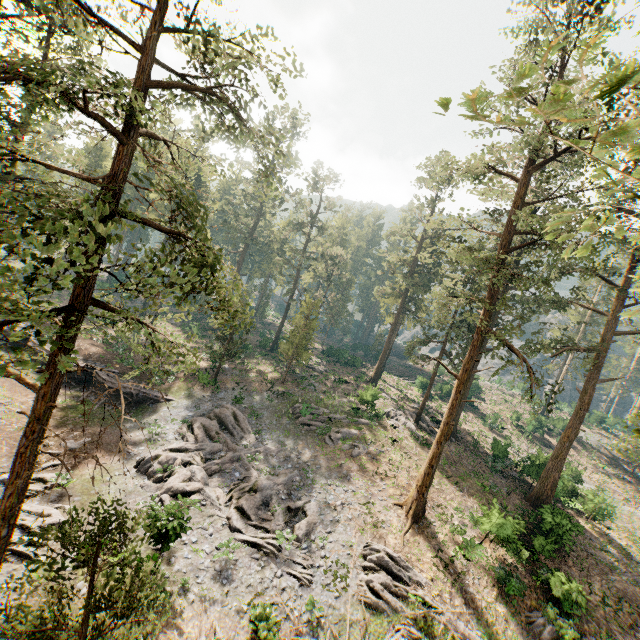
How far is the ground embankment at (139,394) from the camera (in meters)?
29.32

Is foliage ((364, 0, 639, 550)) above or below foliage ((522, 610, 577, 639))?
above

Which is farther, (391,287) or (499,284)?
(391,287)

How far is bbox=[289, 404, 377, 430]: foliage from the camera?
29.38m

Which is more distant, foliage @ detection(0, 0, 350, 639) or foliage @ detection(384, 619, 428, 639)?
foliage @ detection(384, 619, 428, 639)

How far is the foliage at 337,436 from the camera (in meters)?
27.95

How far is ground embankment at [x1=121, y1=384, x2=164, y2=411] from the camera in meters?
29.3 m

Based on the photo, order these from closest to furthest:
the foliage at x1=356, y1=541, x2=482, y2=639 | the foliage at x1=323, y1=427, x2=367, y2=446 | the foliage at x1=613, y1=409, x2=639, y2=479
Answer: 1. the foliage at x1=613, y1=409, x2=639, y2=479
2. the foliage at x1=356, y1=541, x2=482, y2=639
3. the foliage at x1=323, y1=427, x2=367, y2=446
